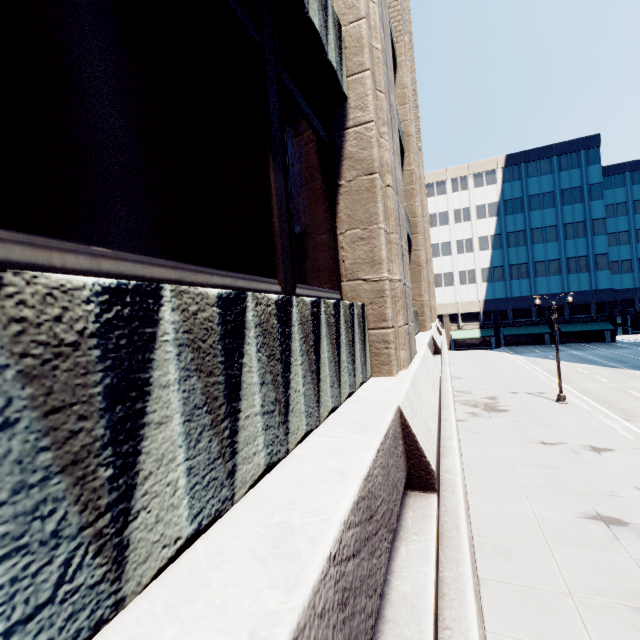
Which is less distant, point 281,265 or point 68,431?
point 68,431
